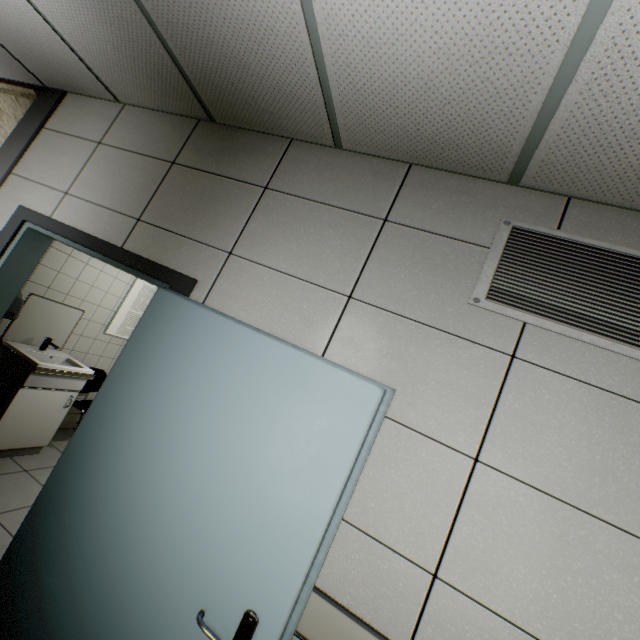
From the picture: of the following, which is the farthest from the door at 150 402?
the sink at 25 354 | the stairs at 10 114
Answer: the stairs at 10 114

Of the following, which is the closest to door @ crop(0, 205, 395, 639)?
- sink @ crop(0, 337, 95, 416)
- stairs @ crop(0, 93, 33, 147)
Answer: sink @ crop(0, 337, 95, 416)

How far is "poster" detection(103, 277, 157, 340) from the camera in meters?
4.2 m

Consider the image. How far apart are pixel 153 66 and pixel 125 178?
0.77m

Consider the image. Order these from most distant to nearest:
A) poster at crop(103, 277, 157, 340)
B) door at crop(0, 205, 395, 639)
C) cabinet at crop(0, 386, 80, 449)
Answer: poster at crop(103, 277, 157, 340) → cabinet at crop(0, 386, 80, 449) → door at crop(0, 205, 395, 639)

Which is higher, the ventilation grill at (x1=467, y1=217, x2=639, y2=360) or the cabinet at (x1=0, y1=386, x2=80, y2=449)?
the ventilation grill at (x1=467, y1=217, x2=639, y2=360)

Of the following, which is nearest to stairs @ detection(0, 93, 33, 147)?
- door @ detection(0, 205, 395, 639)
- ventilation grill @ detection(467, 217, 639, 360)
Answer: door @ detection(0, 205, 395, 639)

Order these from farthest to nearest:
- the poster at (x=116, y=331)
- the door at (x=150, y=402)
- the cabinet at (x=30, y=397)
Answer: the poster at (x=116, y=331), the cabinet at (x=30, y=397), the door at (x=150, y=402)
